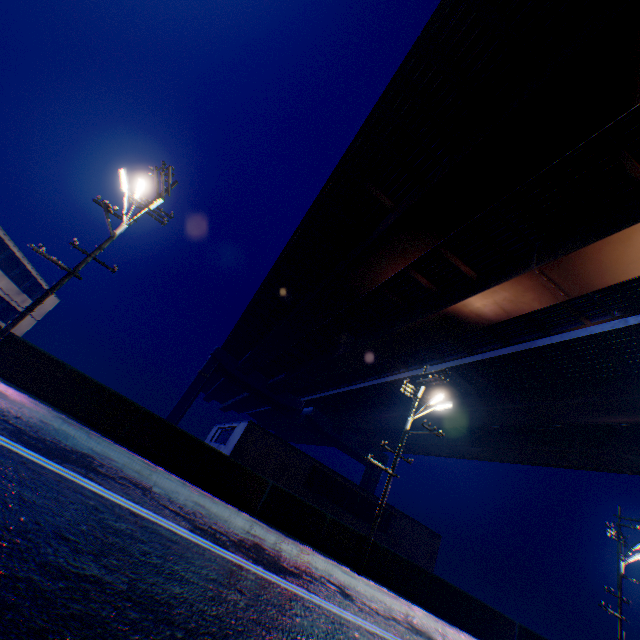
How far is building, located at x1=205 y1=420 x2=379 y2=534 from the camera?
22.5m

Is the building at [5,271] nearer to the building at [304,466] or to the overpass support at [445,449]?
the building at [304,466]

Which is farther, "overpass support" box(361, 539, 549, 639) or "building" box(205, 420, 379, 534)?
"building" box(205, 420, 379, 534)

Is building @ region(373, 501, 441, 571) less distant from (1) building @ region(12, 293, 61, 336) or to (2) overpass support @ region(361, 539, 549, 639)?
(1) building @ region(12, 293, 61, 336)

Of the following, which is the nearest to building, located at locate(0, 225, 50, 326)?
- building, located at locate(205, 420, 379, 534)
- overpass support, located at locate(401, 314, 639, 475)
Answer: building, located at locate(205, 420, 379, 534)

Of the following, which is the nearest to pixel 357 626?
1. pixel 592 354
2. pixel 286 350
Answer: pixel 592 354

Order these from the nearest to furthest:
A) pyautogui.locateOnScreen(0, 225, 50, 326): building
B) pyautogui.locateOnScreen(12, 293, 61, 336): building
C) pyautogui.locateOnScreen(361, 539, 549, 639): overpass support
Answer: pyautogui.locateOnScreen(361, 539, 549, 639): overpass support → pyautogui.locateOnScreen(0, 225, 50, 326): building → pyautogui.locateOnScreen(12, 293, 61, 336): building
